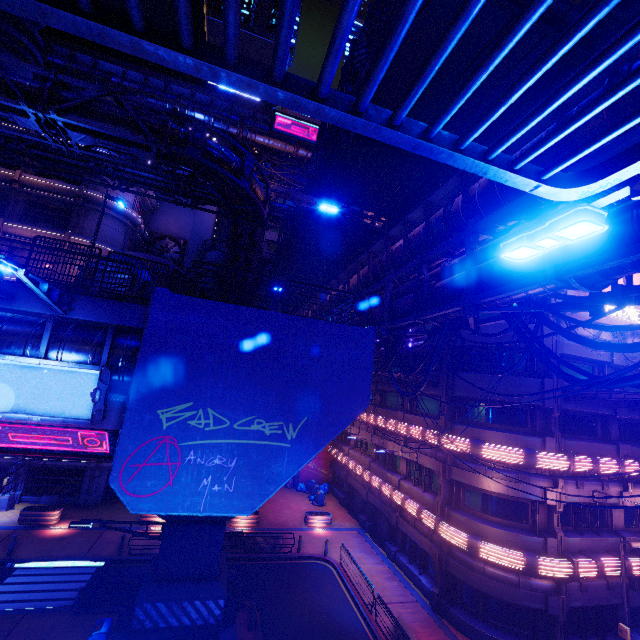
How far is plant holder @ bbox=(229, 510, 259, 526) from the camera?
24.6m

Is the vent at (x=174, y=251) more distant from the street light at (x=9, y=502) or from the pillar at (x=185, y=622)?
the pillar at (x=185, y=622)

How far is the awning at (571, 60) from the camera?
6.5m

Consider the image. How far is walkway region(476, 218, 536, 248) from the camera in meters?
9.8 m

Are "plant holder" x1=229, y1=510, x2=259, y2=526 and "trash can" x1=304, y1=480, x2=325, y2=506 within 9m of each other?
yes

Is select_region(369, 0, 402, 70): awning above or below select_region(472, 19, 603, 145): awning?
above

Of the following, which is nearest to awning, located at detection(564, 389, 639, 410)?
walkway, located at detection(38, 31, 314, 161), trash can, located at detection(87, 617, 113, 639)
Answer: trash can, located at detection(87, 617, 113, 639)

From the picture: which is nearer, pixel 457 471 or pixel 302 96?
pixel 302 96
